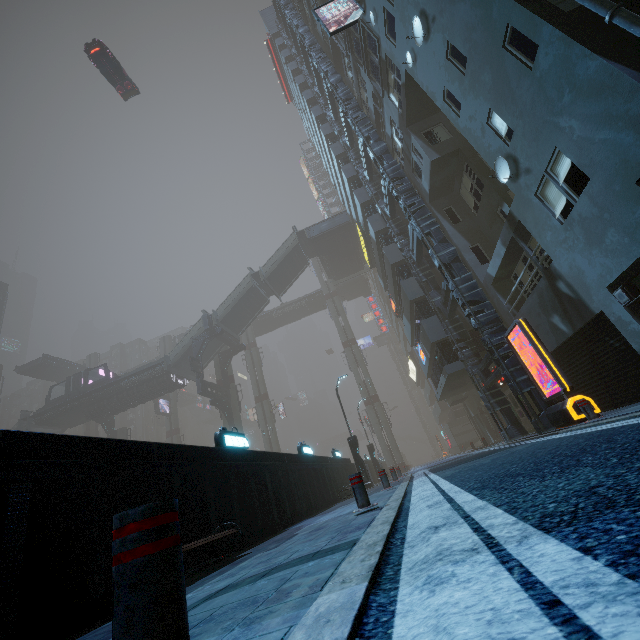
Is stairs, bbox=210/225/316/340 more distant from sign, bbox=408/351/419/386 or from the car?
sign, bbox=408/351/419/386

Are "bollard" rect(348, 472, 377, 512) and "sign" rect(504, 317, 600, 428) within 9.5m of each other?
yes

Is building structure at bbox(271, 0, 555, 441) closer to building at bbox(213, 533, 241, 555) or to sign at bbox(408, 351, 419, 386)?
building at bbox(213, 533, 241, 555)

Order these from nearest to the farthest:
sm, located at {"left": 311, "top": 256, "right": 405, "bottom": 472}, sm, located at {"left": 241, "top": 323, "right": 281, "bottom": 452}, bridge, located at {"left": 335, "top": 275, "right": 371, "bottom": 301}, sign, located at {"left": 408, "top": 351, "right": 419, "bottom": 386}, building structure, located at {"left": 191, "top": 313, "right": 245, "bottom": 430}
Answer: building structure, located at {"left": 191, "top": 313, "right": 245, "bottom": 430} → sm, located at {"left": 311, "top": 256, "right": 405, "bottom": 472} → sign, located at {"left": 408, "top": 351, "right": 419, "bottom": 386} → sm, located at {"left": 241, "top": 323, "right": 281, "bottom": 452} → bridge, located at {"left": 335, "top": 275, "right": 371, "bottom": 301}

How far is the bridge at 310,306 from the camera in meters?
55.2 m

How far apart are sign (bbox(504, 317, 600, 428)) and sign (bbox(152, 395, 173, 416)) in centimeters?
4927cm

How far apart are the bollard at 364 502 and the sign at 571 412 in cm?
706

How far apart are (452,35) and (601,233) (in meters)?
8.19
